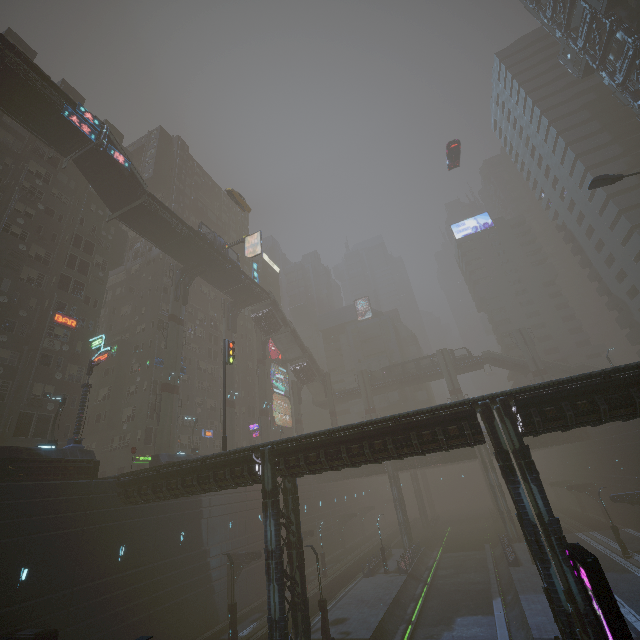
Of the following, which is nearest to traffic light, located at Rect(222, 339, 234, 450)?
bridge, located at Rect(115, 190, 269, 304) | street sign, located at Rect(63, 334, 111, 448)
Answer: street sign, located at Rect(63, 334, 111, 448)

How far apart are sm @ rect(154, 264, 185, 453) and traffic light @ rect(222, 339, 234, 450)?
11.8 meters

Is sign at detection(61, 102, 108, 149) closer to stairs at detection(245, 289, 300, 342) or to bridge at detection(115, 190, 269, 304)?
bridge at detection(115, 190, 269, 304)

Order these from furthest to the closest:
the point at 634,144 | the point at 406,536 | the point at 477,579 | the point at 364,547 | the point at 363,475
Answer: the point at 364,547
the point at 363,475
the point at 634,144
the point at 406,536
the point at 477,579

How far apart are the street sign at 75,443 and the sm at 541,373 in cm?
6203

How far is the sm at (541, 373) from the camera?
54.4 meters

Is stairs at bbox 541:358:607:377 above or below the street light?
below

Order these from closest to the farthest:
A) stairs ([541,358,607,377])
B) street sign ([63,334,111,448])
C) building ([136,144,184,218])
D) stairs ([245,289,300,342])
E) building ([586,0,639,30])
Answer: street sign ([63,334,111,448]) < building ([586,0,639,30]) < stairs ([541,358,607,377]) < stairs ([245,289,300,342]) < building ([136,144,184,218])
